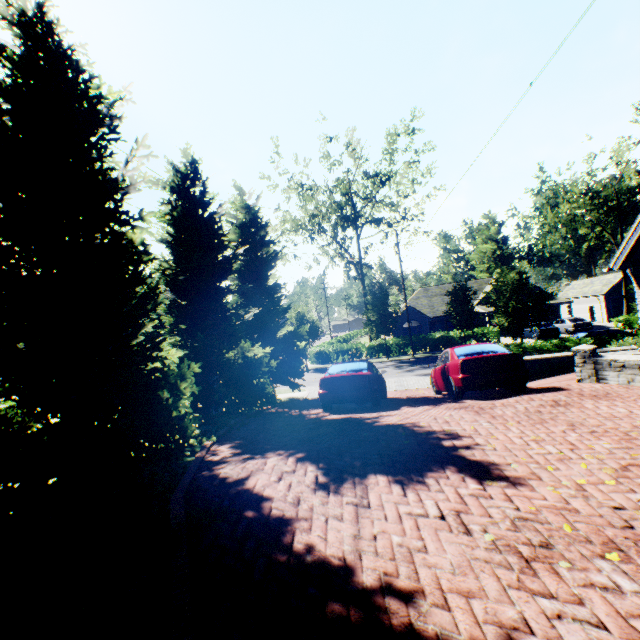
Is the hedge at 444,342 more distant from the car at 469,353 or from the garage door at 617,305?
the garage door at 617,305

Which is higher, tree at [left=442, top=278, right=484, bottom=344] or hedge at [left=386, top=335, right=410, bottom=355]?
tree at [left=442, top=278, right=484, bottom=344]

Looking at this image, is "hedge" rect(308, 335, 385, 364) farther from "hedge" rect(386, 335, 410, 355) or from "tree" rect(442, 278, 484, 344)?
"hedge" rect(386, 335, 410, 355)

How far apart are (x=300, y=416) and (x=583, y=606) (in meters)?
8.39

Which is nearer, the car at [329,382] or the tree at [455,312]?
the car at [329,382]

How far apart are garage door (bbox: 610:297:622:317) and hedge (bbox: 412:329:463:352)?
22.16m

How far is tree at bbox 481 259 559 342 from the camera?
18.4 meters

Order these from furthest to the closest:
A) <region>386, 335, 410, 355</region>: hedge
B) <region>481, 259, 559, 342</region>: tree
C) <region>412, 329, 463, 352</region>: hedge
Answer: <region>386, 335, 410, 355</region>: hedge < <region>412, 329, 463, 352</region>: hedge < <region>481, 259, 559, 342</region>: tree
